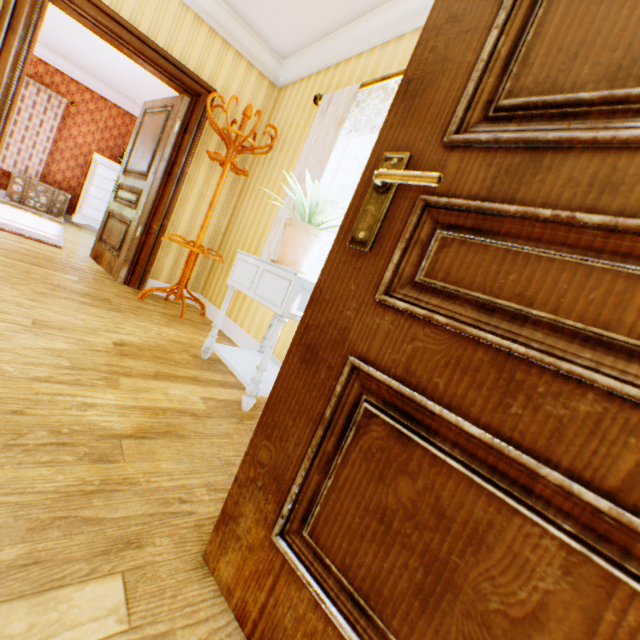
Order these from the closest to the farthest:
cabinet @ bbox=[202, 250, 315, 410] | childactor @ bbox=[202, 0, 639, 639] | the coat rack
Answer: childactor @ bbox=[202, 0, 639, 639] < cabinet @ bbox=[202, 250, 315, 410] < the coat rack

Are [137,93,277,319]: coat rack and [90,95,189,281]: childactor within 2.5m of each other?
yes

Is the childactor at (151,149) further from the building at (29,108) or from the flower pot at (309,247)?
the flower pot at (309,247)

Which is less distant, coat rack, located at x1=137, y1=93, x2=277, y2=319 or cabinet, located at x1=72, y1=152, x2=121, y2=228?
coat rack, located at x1=137, y1=93, x2=277, y2=319

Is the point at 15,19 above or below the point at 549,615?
above

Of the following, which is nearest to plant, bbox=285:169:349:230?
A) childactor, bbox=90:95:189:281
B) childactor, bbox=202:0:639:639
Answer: childactor, bbox=202:0:639:639

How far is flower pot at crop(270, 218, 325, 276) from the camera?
2.0 meters

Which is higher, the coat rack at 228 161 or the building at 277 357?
the coat rack at 228 161
